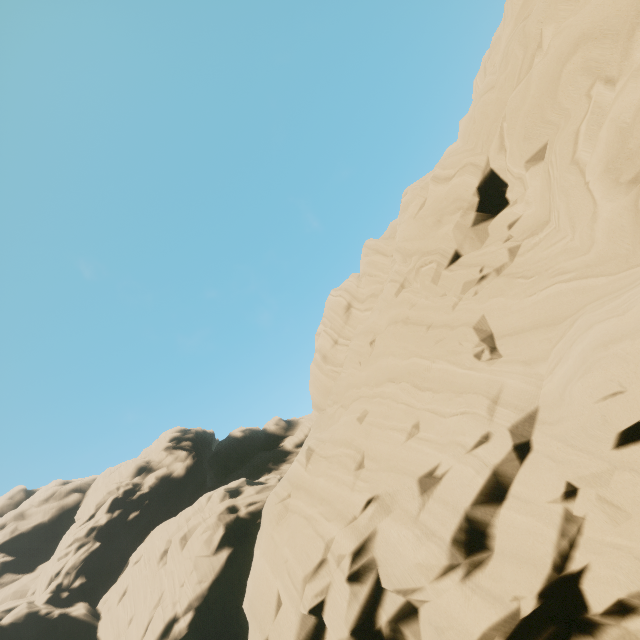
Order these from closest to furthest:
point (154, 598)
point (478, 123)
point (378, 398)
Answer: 1. point (378, 398)
2. point (478, 123)
3. point (154, 598)
